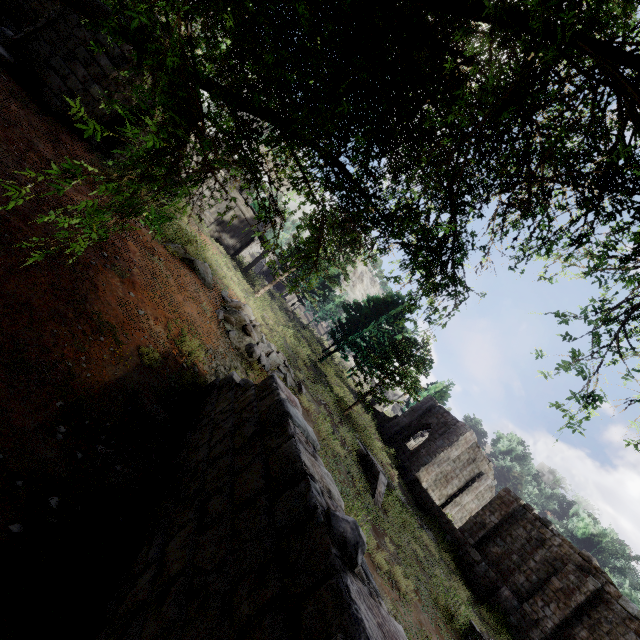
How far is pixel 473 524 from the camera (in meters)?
20.70

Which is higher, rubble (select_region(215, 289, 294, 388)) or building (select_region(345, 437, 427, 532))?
building (select_region(345, 437, 427, 532))

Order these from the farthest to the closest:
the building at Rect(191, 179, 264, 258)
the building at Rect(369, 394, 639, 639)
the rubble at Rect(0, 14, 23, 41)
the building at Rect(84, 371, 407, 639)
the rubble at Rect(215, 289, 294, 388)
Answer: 1. the building at Rect(191, 179, 264, 258)
2. the building at Rect(369, 394, 639, 639)
3. the rubble at Rect(215, 289, 294, 388)
4. the rubble at Rect(0, 14, 23, 41)
5. the building at Rect(84, 371, 407, 639)

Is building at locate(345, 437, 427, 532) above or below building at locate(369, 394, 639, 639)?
below

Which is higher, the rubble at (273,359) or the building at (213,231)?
the building at (213,231)

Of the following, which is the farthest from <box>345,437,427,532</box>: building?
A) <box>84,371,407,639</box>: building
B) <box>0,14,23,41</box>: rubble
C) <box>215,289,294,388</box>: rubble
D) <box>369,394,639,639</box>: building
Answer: <box>0,14,23,41</box>: rubble

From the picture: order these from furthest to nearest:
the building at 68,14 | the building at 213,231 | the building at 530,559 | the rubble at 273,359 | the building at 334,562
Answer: the building at 213,231 < the building at 530,559 < the rubble at 273,359 < the building at 68,14 < the building at 334,562

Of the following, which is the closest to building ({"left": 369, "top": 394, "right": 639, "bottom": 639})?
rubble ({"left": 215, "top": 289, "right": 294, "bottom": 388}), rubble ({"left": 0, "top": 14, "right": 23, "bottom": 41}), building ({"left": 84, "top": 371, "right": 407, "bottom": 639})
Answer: rubble ({"left": 0, "top": 14, "right": 23, "bottom": 41})
